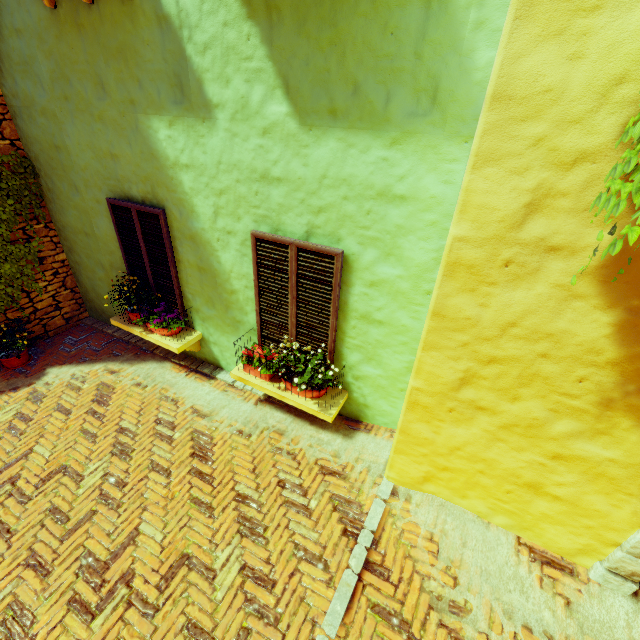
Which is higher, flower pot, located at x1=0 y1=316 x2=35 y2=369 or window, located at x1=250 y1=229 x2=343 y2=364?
window, located at x1=250 y1=229 x2=343 y2=364

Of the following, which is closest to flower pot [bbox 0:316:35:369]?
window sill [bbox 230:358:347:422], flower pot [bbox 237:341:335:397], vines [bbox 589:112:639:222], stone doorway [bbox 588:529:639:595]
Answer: vines [bbox 589:112:639:222]

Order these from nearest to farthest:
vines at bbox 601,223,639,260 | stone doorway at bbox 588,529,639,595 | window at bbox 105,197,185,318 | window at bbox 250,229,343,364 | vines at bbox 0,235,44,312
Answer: vines at bbox 601,223,639,260 < stone doorway at bbox 588,529,639,595 < window at bbox 250,229,343,364 < window at bbox 105,197,185,318 < vines at bbox 0,235,44,312

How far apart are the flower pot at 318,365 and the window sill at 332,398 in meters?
0.0 m

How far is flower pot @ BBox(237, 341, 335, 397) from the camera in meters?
3.7

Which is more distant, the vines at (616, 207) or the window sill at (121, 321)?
the window sill at (121, 321)

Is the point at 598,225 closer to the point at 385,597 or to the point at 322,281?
the point at 322,281

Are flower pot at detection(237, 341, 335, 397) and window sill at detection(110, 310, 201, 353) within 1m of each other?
no
